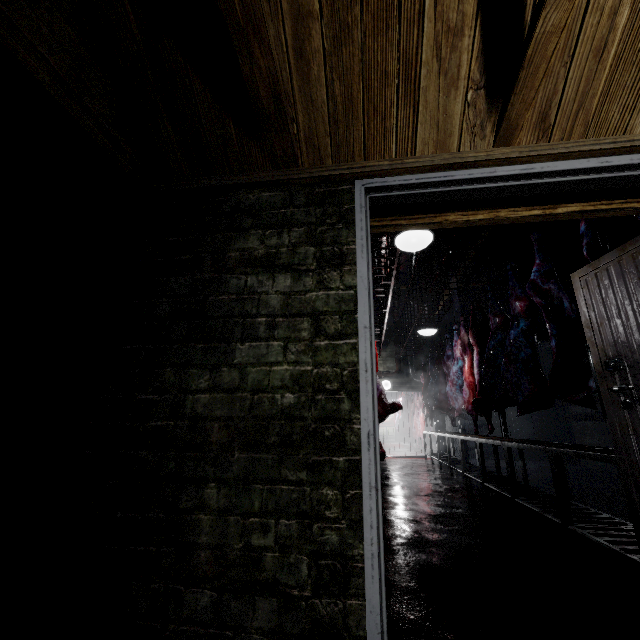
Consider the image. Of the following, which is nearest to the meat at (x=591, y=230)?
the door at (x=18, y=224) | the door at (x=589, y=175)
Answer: the door at (x=589, y=175)

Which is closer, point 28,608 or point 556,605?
point 28,608

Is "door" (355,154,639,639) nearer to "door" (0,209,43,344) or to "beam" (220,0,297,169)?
"beam" (220,0,297,169)

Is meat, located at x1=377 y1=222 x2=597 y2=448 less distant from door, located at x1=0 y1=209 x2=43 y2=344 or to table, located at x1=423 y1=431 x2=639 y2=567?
table, located at x1=423 y1=431 x2=639 y2=567

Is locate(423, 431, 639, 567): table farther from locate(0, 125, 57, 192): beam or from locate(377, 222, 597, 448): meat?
locate(0, 125, 57, 192): beam

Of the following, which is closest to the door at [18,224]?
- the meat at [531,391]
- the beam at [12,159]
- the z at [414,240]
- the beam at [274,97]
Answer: the beam at [12,159]

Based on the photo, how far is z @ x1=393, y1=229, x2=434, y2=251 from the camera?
2.6 meters

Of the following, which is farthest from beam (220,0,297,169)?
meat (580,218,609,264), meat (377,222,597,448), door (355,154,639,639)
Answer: meat (377,222,597,448)
